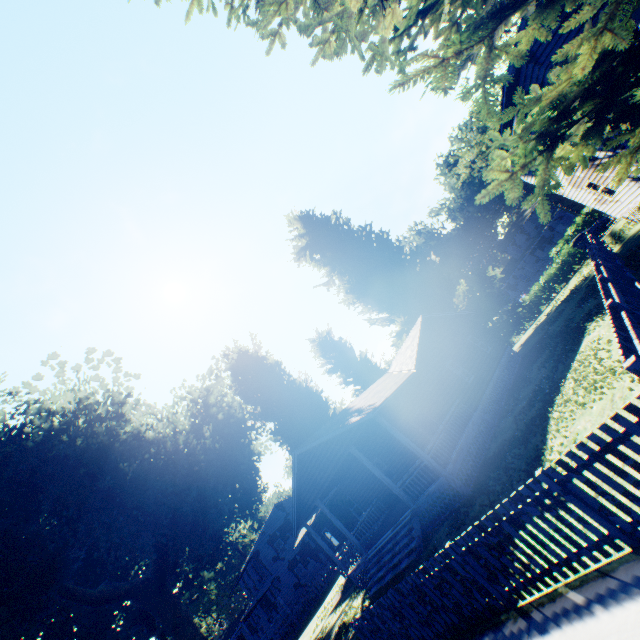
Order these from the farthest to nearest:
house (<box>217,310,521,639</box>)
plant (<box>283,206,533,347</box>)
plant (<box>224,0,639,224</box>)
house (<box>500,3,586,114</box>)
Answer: plant (<box>283,206,533,347</box>)
house (<box>217,310,521,639</box>)
house (<box>500,3,586,114</box>)
plant (<box>224,0,639,224</box>)

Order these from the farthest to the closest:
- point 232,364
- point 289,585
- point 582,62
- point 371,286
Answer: point 289,585
point 371,286
point 232,364
point 582,62

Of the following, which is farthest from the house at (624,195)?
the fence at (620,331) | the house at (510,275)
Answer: the house at (510,275)

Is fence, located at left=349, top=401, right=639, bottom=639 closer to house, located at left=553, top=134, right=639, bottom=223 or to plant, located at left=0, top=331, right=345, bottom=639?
plant, located at left=0, top=331, right=345, bottom=639

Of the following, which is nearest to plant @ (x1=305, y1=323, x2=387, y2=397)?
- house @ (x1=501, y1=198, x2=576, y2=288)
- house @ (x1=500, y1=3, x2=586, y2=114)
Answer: house @ (x1=500, y1=3, x2=586, y2=114)

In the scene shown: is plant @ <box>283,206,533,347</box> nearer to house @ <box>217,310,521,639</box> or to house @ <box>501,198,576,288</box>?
house @ <box>217,310,521,639</box>

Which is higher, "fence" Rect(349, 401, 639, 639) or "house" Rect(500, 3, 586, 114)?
"house" Rect(500, 3, 586, 114)

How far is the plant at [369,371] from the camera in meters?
33.8
